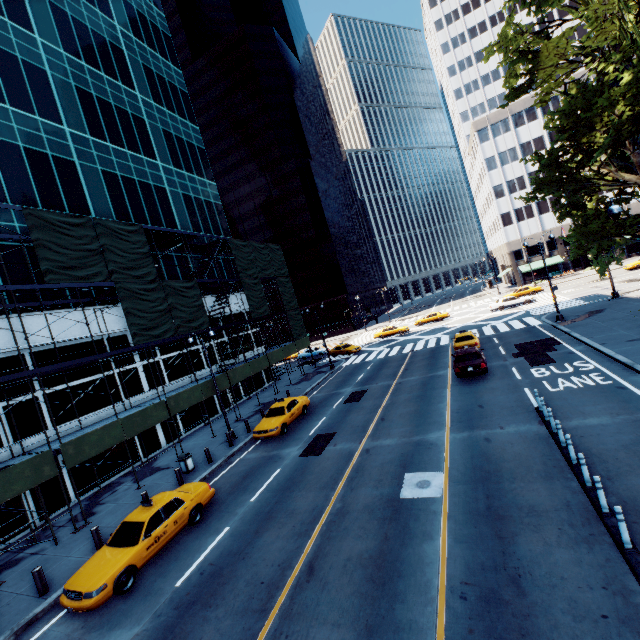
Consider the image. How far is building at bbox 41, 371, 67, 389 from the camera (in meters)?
18.22

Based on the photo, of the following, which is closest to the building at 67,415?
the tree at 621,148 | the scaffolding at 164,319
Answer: the scaffolding at 164,319

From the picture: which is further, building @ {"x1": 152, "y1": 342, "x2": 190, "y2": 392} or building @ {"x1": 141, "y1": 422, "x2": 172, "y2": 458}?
building @ {"x1": 152, "y1": 342, "x2": 190, "y2": 392}

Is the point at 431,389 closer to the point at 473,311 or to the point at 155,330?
the point at 155,330

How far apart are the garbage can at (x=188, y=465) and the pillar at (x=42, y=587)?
6.9m

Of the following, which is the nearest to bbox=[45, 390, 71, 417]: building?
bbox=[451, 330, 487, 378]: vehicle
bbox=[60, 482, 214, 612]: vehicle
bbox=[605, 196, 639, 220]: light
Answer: bbox=[60, 482, 214, 612]: vehicle

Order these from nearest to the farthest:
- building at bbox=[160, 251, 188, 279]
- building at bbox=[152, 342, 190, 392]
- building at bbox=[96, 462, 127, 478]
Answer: building at bbox=[96, 462, 127, 478], building at bbox=[152, 342, 190, 392], building at bbox=[160, 251, 188, 279]
